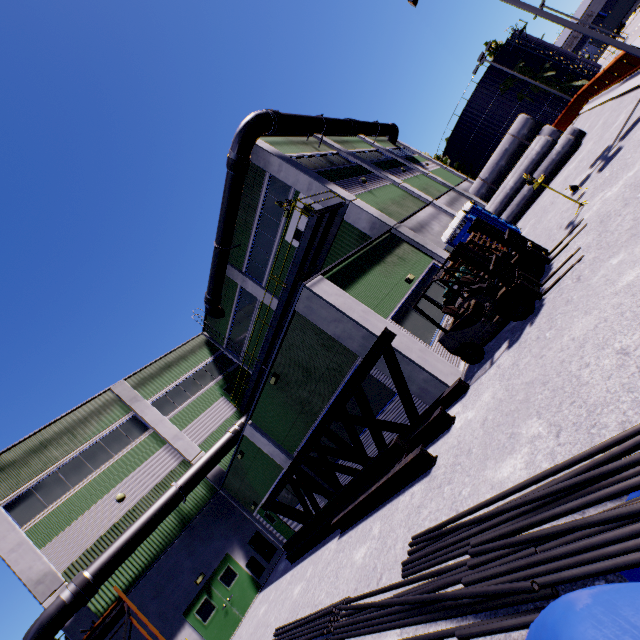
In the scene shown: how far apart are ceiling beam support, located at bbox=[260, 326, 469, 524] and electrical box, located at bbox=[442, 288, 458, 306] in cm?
514

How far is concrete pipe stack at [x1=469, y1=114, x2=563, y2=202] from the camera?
21.0 meters

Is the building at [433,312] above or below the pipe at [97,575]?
below

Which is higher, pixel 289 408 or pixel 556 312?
pixel 289 408

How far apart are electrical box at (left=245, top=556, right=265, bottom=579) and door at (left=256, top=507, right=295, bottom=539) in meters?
1.7 m

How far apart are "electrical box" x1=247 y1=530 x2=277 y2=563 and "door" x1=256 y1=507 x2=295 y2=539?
0.8m

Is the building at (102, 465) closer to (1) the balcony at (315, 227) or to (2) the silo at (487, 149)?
(1) the balcony at (315, 227)

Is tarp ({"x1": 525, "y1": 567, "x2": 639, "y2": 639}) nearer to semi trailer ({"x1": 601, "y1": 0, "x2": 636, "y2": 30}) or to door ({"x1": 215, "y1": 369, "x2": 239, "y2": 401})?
door ({"x1": 215, "y1": 369, "x2": 239, "y2": 401})
